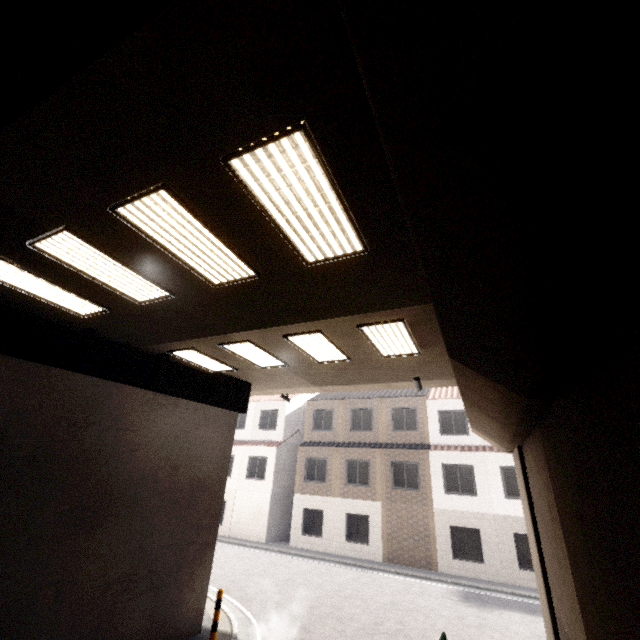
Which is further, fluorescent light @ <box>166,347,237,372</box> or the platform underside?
fluorescent light @ <box>166,347,237,372</box>

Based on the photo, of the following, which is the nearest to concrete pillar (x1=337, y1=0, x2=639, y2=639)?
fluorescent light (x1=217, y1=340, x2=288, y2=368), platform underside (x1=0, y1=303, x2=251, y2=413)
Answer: fluorescent light (x1=217, y1=340, x2=288, y2=368)

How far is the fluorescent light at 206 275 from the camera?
4.0 meters

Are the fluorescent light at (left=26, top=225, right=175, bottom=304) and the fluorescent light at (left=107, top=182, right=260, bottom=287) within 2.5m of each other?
yes

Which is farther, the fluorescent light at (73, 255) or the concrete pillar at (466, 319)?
the fluorescent light at (73, 255)

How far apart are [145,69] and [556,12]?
3.08m

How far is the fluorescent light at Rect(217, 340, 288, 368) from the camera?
8.2 meters

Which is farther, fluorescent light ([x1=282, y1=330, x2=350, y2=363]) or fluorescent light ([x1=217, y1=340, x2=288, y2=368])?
fluorescent light ([x1=217, y1=340, x2=288, y2=368])
